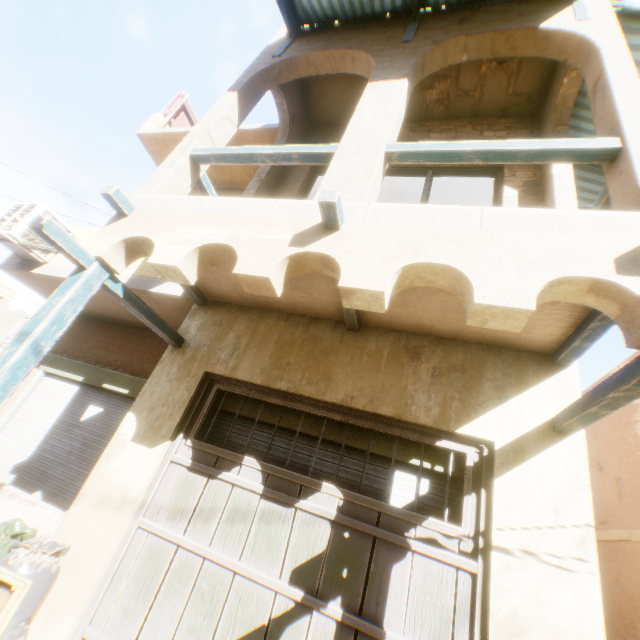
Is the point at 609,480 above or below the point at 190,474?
above

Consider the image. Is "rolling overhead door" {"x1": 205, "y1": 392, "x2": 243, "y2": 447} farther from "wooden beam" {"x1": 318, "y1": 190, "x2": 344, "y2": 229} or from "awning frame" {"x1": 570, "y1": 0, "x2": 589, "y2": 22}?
"awning frame" {"x1": 570, "y1": 0, "x2": 589, "y2": 22}

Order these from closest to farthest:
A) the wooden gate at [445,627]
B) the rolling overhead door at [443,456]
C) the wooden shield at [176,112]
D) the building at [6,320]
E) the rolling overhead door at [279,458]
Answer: the wooden gate at [445,627] → the rolling overhead door at [443,456] → the rolling overhead door at [279,458] → the wooden shield at [176,112] → the building at [6,320]

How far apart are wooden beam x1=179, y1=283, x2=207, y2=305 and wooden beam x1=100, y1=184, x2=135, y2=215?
0.3m

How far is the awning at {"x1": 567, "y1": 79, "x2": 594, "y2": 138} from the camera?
5.05m

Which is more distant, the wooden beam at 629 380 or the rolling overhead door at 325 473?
the rolling overhead door at 325 473

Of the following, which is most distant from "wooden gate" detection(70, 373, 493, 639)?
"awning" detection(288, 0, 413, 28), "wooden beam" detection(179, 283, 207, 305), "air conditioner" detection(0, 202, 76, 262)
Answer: "air conditioner" detection(0, 202, 76, 262)

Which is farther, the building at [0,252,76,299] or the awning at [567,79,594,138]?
the building at [0,252,76,299]
